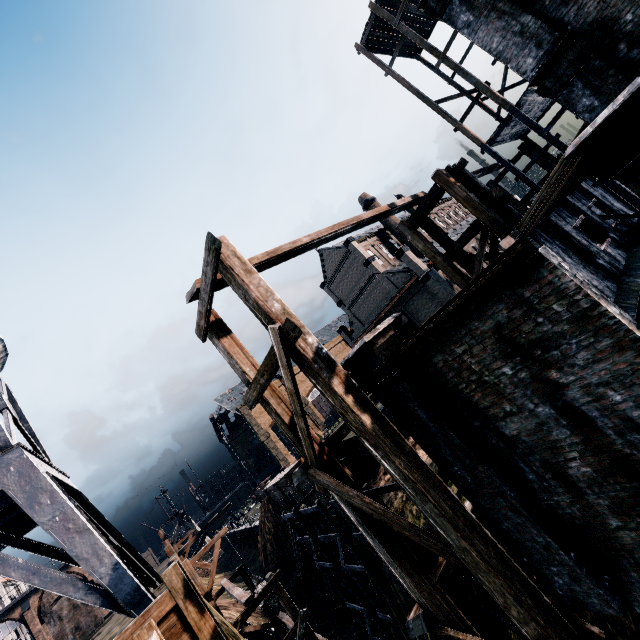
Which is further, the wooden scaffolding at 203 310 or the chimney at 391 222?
the chimney at 391 222

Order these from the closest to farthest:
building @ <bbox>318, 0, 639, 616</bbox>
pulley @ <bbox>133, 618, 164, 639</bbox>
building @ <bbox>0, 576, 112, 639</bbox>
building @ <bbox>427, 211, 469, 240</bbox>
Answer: building @ <bbox>318, 0, 639, 616</bbox>
pulley @ <bbox>133, 618, 164, 639</bbox>
building @ <bbox>0, 576, 112, 639</bbox>
building @ <bbox>427, 211, 469, 240</bbox>

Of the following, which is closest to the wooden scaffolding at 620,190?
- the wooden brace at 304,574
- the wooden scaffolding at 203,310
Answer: the wooden scaffolding at 203,310

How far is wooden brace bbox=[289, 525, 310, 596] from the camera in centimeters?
2995cm

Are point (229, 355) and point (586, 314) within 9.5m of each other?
yes

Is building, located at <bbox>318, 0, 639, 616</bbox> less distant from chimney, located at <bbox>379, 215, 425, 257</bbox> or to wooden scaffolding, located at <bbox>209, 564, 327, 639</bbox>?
wooden scaffolding, located at <bbox>209, 564, 327, 639</bbox>

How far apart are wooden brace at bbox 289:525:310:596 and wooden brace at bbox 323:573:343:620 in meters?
4.4

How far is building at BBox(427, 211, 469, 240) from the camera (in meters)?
54.47
